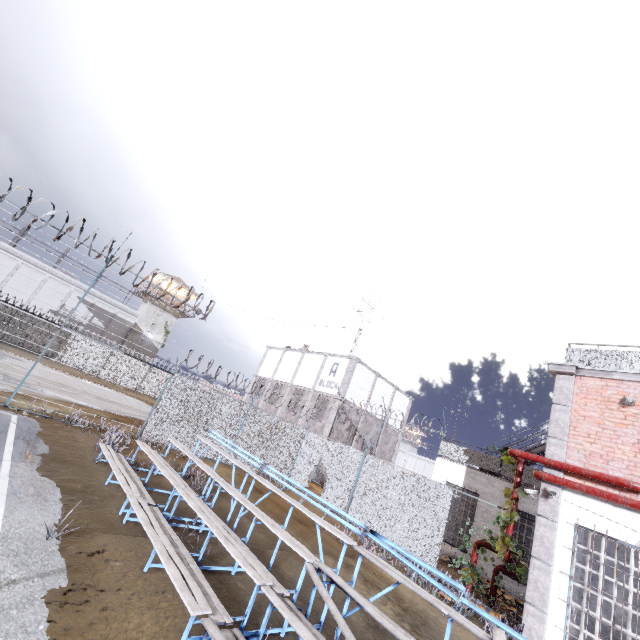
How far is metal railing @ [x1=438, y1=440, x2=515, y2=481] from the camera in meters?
14.8 m

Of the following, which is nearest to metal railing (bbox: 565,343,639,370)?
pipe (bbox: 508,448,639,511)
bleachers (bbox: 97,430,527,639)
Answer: pipe (bbox: 508,448,639,511)

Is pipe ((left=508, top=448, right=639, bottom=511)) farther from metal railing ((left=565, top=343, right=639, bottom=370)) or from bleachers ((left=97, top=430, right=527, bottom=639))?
bleachers ((left=97, top=430, right=527, bottom=639))

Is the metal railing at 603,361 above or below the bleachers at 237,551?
above

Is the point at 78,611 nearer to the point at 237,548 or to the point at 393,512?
the point at 237,548

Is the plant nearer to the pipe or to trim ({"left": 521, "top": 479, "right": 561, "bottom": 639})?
the pipe

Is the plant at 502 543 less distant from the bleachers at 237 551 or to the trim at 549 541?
the trim at 549 541

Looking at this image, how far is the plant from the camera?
8.9 meters
